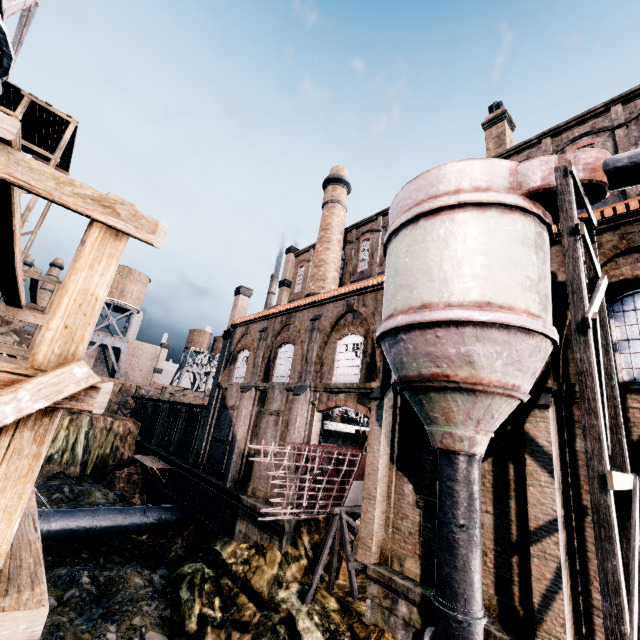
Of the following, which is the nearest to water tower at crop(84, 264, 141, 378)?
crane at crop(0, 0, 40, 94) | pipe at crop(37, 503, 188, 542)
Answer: crane at crop(0, 0, 40, 94)

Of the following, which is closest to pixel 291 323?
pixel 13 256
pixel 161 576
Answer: pixel 161 576

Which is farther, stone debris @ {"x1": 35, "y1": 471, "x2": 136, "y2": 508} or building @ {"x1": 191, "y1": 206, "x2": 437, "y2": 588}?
stone debris @ {"x1": 35, "y1": 471, "x2": 136, "y2": 508}

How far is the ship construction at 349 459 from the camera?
13.9 meters

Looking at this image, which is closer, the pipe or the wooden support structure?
the wooden support structure

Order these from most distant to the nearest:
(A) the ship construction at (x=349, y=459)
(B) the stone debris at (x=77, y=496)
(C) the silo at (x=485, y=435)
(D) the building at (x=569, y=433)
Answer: (B) the stone debris at (x=77, y=496), (A) the ship construction at (x=349, y=459), (D) the building at (x=569, y=433), (C) the silo at (x=485, y=435)

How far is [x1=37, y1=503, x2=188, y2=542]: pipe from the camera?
18.5 meters

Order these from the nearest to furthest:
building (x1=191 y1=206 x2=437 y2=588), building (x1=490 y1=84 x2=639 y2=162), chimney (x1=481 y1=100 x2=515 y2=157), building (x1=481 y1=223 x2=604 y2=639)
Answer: building (x1=481 y1=223 x2=604 y2=639) < building (x1=191 y1=206 x2=437 y2=588) < building (x1=490 y1=84 x2=639 y2=162) < chimney (x1=481 y1=100 x2=515 y2=157)
